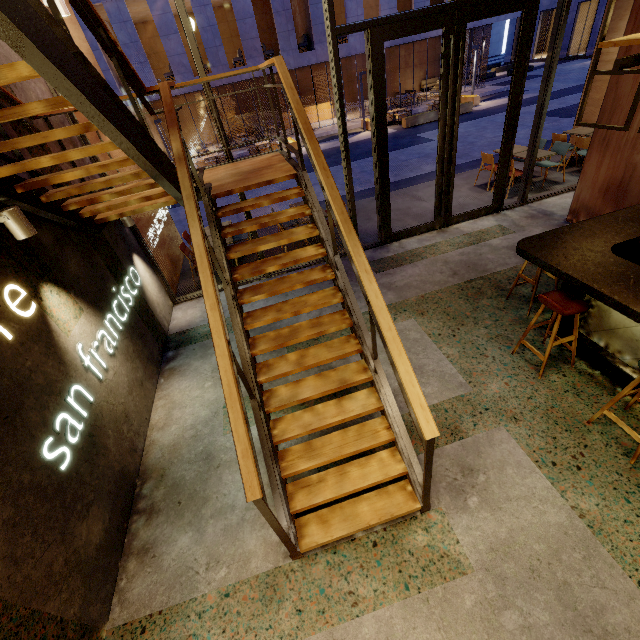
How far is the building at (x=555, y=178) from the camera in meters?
7.7 m

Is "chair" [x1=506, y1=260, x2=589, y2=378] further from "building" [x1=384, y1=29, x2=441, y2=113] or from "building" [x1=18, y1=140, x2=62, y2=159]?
"building" [x1=384, y1=29, x2=441, y2=113]

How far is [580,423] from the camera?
3.26m

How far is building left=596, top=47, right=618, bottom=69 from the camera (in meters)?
8.14

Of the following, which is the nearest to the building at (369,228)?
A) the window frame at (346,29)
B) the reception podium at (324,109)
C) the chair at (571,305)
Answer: the window frame at (346,29)

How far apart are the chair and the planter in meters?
17.8

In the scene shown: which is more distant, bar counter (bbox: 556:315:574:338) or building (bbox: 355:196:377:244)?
building (bbox: 355:196:377:244)

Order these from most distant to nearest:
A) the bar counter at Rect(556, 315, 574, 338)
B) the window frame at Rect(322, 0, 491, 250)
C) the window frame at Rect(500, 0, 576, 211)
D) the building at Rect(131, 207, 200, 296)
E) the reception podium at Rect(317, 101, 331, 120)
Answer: the reception podium at Rect(317, 101, 331, 120) → the building at Rect(131, 207, 200, 296) → the window frame at Rect(500, 0, 576, 211) → the window frame at Rect(322, 0, 491, 250) → the bar counter at Rect(556, 315, 574, 338)
